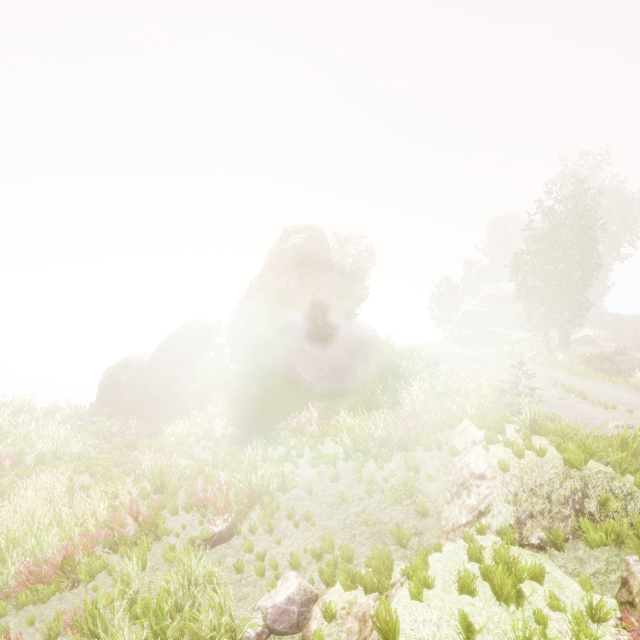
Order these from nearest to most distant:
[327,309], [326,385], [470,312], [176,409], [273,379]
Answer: [326,385] < [176,409] < [273,379] < [327,309] < [470,312]

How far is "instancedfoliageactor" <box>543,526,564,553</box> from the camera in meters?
4.5

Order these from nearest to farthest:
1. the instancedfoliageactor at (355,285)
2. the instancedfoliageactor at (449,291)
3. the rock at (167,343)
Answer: the rock at (167,343)
the instancedfoliageactor at (355,285)
the instancedfoliageactor at (449,291)

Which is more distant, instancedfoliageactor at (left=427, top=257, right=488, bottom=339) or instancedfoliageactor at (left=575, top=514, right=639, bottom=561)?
instancedfoliageactor at (left=427, top=257, right=488, bottom=339)

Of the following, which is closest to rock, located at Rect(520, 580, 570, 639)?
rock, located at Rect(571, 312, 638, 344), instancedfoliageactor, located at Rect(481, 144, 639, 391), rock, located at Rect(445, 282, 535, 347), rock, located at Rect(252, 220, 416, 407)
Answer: instancedfoliageactor, located at Rect(481, 144, 639, 391)

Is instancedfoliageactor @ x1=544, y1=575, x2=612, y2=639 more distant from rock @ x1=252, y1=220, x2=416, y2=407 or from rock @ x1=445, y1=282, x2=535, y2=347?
rock @ x1=445, y1=282, x2=535, y2=347

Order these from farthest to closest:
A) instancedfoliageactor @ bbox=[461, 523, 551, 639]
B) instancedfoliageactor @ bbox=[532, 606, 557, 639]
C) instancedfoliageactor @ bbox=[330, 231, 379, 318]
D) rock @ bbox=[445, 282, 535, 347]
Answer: rock @ bbox=[445, 282, 535, 347]
instancedfoliageactor @ bbox=[330, 231, 379, 318]
instancedfoliageactor @ bbox=[461, 523, 551, 639]
instancedfoliageactor @ bbox=[532, 606, 557, 639]

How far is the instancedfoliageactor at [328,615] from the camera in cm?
455
